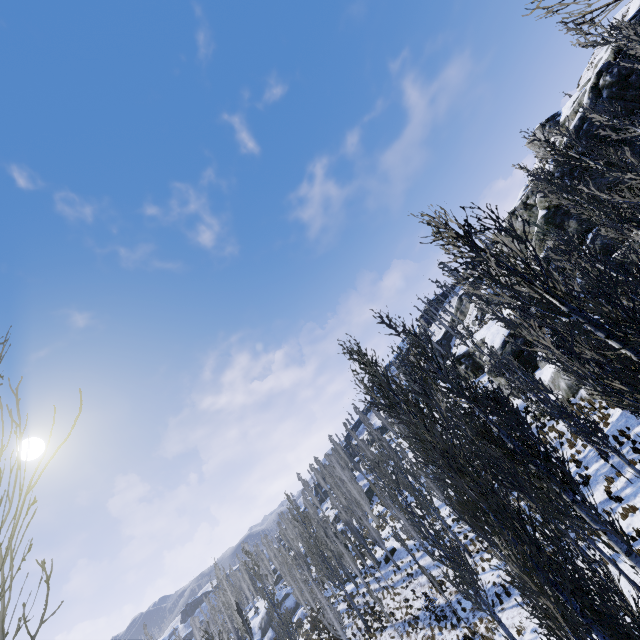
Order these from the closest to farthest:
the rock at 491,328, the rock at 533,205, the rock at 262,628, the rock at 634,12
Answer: the rock at 491,328 → the rock at 634,12 → the rock at 533,205 → the rock at 262,628

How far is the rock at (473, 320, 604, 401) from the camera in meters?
22.5

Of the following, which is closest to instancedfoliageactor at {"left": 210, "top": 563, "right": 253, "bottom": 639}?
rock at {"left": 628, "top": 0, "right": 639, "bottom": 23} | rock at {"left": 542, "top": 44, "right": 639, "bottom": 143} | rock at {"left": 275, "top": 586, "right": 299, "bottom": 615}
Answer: rock at {"left": 275, "top": 586, "right": 299, "bottom": 615}

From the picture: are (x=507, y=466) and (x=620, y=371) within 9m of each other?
yes

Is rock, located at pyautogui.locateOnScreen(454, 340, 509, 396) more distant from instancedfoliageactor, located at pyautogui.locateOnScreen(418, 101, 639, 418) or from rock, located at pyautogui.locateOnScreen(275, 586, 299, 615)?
rock, located at pyautogui.locateOnScreen(275, 586, 299, 615)

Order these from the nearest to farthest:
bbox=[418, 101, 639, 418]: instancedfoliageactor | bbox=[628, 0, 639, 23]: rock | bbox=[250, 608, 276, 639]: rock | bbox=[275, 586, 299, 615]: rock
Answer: bbox=[418, 101, 639, 418]: instancedfoliageactor < bbox=[628, 0, 639, 23]: rock < bbox=[250, 608, 276, 639]: rock < bbox=[275, 586, 299, 615]: rock

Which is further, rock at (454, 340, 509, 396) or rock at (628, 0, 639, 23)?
rock at (454, 340, 509, 396)

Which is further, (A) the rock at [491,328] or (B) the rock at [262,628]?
(B) the rock at [262,628]
